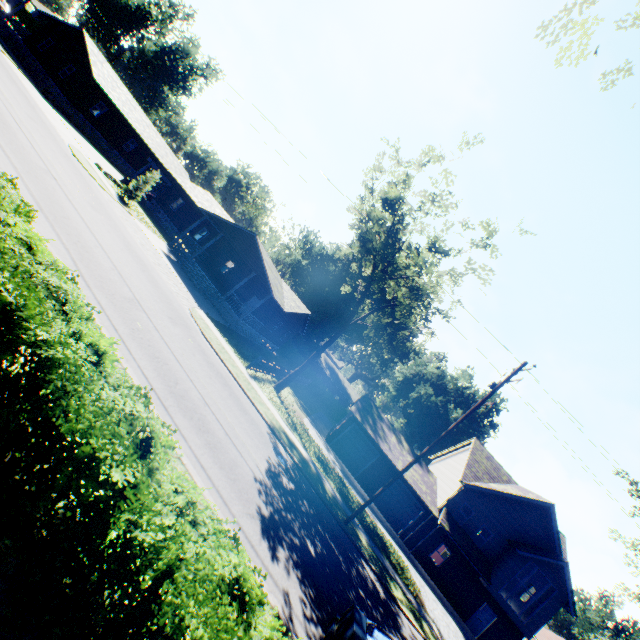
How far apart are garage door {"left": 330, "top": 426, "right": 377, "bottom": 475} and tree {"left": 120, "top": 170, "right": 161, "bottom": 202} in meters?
26.9

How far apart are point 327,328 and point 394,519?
32.90m

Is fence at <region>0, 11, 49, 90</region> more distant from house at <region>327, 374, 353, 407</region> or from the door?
the door

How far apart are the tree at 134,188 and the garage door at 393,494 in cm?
3209

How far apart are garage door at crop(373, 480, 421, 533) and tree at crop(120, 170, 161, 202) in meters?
32.1 m

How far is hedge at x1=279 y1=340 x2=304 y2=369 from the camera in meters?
50.1

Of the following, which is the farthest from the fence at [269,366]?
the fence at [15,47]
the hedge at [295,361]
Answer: the fence at [15,47]

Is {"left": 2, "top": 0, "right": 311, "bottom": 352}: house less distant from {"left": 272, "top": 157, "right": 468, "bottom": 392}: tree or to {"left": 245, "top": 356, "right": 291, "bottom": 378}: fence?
{"left": 245, "top": 356, "right": 291, "bottom": 378}: fence
